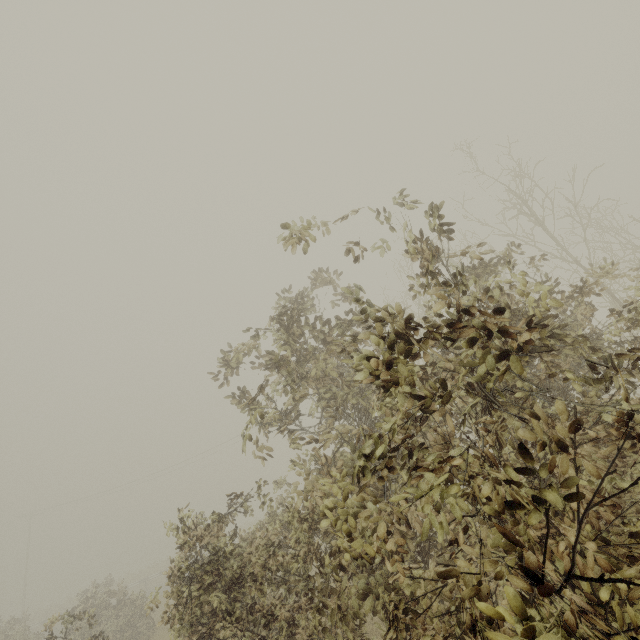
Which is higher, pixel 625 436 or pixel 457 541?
pixel 625 436
